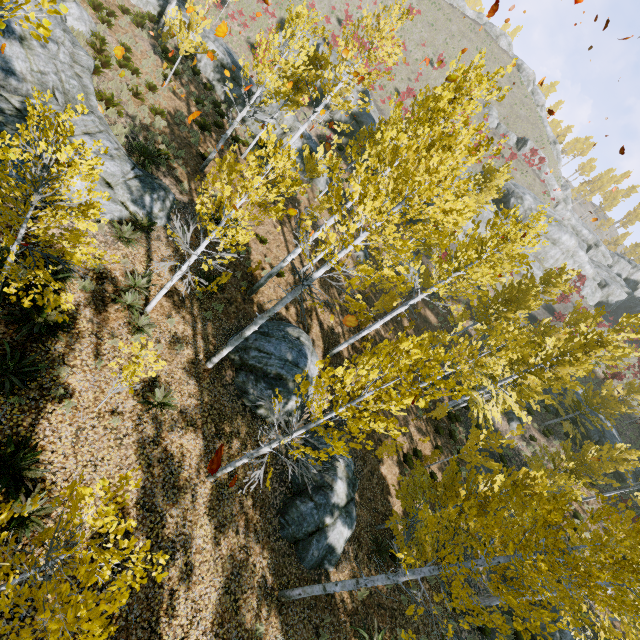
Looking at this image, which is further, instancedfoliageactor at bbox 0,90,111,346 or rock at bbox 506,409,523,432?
rock at bbox 506,409,523,432

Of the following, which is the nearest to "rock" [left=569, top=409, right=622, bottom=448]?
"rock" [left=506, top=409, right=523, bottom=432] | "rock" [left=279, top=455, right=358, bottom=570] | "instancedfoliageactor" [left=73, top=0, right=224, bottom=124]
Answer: "instancedfoliageactor" [left=73, top=0, right=224, bottom=124]

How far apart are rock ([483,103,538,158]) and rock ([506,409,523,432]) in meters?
34.6 m

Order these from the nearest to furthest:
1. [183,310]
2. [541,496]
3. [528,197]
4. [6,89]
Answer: [541,496] → [6,89] → [183,310] → [528,197]

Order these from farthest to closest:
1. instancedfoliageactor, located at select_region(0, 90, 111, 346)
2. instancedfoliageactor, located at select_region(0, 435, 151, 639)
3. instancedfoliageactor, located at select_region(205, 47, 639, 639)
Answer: instancedfoliageactor, located at select_region(205, 47, 639, 639), instancedfoliageactor, located at select_region(0, 90, 111, 346), instancedfoliageactor, located at select_region(0, 435, 151, 639)

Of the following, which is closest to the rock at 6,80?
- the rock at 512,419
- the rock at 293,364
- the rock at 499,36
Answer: the rock at 293,364

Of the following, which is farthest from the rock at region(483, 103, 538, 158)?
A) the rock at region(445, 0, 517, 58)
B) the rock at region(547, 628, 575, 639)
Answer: the rock at region(547, 628, 575, 639)

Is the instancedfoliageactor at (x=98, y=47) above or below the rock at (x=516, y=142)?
below
